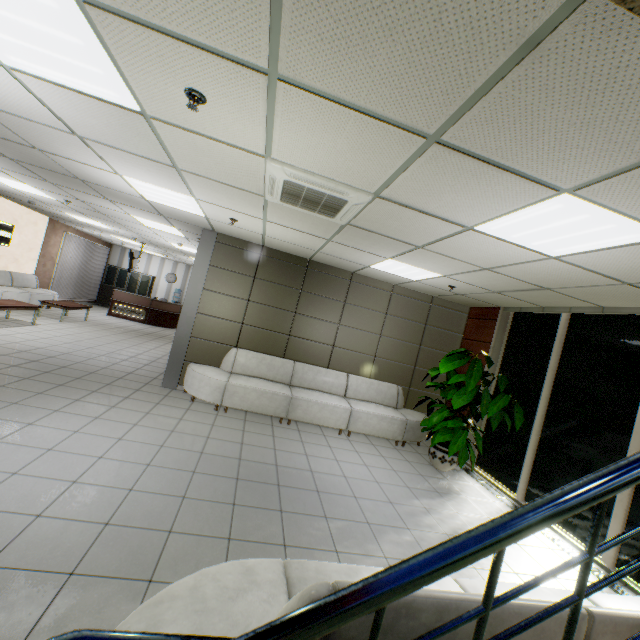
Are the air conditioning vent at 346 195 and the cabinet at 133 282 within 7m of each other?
no

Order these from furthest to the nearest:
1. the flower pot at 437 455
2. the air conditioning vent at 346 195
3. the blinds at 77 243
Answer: the blinds at 77 243
the flower pot at 437 455
the air conditioning vent at 346 195

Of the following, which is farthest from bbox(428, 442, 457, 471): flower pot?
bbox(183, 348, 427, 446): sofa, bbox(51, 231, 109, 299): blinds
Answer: bbox(51, 231, 109, 299): blinds

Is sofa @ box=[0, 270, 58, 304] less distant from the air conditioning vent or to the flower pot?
the air conditioning vent

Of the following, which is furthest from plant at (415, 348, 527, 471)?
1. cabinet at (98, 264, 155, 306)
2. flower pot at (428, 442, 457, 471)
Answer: cabinet at (98, 264, 155, 306)

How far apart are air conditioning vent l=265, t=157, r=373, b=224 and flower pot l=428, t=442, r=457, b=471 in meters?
4.3 m

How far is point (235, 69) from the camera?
1.8 meters

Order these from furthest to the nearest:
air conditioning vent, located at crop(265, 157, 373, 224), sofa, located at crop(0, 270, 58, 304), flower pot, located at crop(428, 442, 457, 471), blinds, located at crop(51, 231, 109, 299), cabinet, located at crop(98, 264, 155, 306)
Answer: cabinet, located at crop(98, 264, 155, 306) → blinds, located at crop(51, 231, 109, 299) → sofa, located at crop(0, 270, 58, 304) → flower pot, located at crop(428, 442, 457, 471) → air conditioning vent, located at crop(265, 157, 373, 224)
